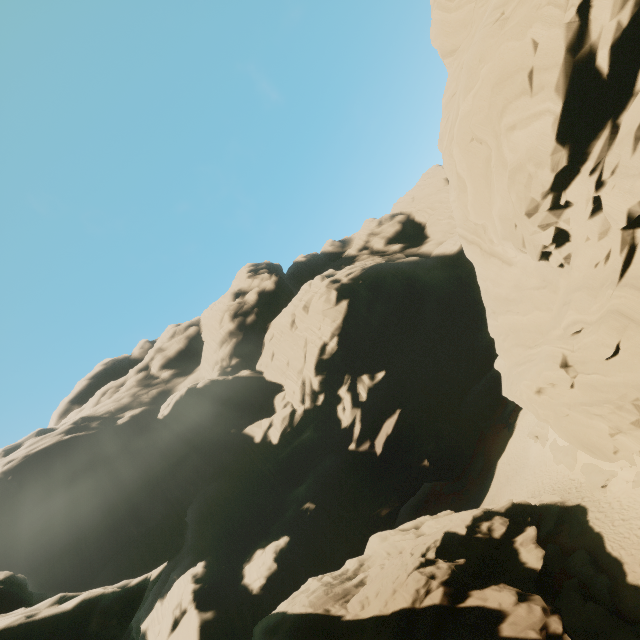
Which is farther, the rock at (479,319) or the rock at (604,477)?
the rock at (604,477)

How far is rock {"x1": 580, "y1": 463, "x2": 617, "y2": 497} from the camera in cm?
1947

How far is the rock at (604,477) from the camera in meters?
19.5 m

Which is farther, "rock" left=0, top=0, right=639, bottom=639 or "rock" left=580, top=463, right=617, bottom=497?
"rock" left=580, top=463, right=617, bottom=497

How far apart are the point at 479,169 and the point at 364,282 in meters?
39.4

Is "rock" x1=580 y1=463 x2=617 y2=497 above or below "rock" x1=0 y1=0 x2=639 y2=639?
below
